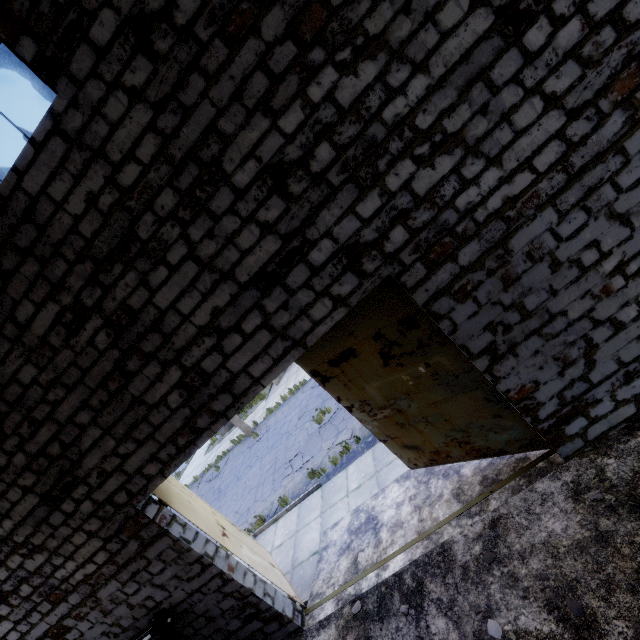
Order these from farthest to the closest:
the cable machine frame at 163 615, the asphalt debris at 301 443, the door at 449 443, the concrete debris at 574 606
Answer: the asphalt debris at 301 443
the cable machine frame at 163 615
the door at 449 443
the concrete debris at 574 606

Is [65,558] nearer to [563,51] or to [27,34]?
[27,34]

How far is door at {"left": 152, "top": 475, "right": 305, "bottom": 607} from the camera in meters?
6.0 m

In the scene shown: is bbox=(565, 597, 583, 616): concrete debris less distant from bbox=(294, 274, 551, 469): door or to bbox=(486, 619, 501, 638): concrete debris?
bbox=(486, 619, 501, 638): concrete debris

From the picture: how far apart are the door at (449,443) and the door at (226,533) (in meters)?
3.29

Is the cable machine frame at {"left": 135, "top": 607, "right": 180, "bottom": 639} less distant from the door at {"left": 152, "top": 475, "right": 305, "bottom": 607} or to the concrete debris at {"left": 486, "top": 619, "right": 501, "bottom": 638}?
the door at {"left": 152, "top": 475, "right": 305, "bottom": 607}

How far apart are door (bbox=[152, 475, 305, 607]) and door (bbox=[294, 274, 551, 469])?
3.3m

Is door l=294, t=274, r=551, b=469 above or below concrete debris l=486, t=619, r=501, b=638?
above
